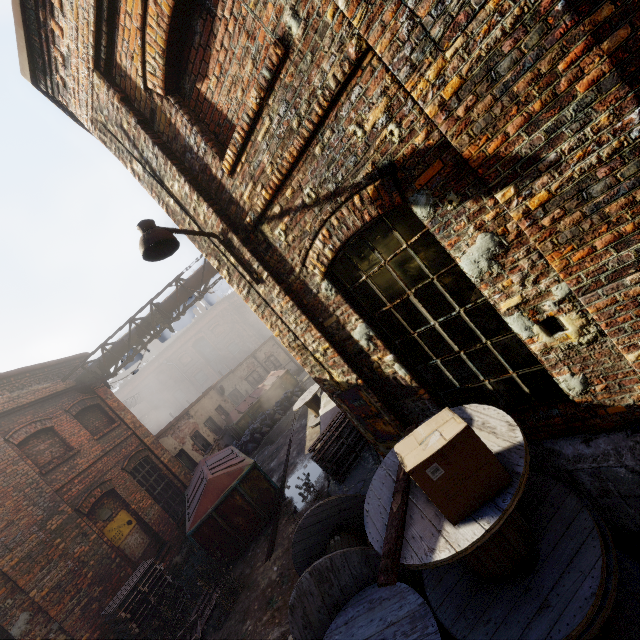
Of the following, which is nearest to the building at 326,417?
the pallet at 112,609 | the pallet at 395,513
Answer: the pallet at 395,513

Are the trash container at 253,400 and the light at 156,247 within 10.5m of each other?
no

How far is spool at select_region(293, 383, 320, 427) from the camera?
12.00m

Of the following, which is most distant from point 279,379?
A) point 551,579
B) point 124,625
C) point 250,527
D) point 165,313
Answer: point 551,579

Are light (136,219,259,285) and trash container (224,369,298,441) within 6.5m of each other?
no

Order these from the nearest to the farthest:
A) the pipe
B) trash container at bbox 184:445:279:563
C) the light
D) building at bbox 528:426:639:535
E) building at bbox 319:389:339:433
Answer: building at bbox 528:426:639:535 → the light → trash container at bbox 184:445:279:563 → building at bbox 319:389:339:433 → the pipe

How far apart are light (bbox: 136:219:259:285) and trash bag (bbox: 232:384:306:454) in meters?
13.1 m

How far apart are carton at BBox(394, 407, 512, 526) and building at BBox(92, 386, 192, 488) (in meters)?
12.66
